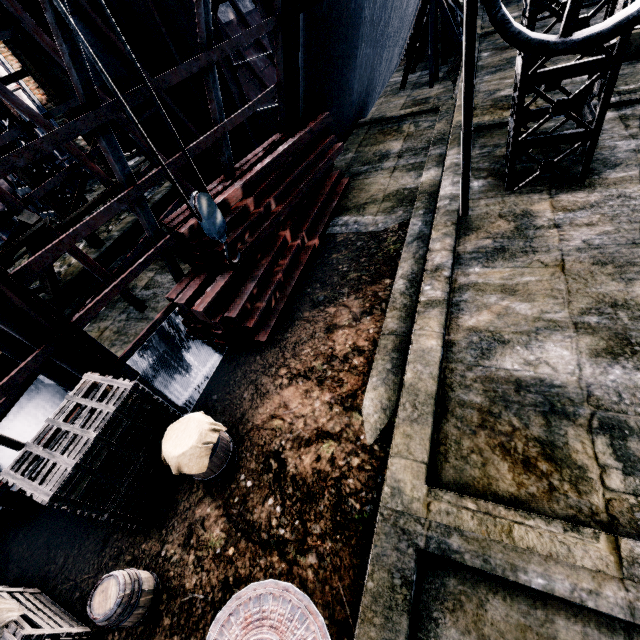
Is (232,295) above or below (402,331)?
above

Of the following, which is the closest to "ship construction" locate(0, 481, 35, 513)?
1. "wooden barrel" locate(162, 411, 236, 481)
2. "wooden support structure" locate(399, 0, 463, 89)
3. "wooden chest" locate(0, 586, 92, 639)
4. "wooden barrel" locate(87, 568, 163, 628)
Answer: "wooden chest" locate(0, 586, 92, 639)

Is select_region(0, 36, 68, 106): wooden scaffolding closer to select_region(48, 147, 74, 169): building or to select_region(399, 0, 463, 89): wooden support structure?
select_region(48, 147, 74, 169): building

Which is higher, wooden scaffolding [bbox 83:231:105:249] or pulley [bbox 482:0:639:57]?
pulley [bbox 482:0:639:57]

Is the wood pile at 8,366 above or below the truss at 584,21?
below

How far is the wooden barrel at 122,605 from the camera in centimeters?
391cm

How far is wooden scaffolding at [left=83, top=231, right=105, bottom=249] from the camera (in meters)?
11.68

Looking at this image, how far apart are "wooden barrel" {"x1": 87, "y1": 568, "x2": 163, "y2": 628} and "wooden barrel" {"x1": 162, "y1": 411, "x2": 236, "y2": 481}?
1.20m
